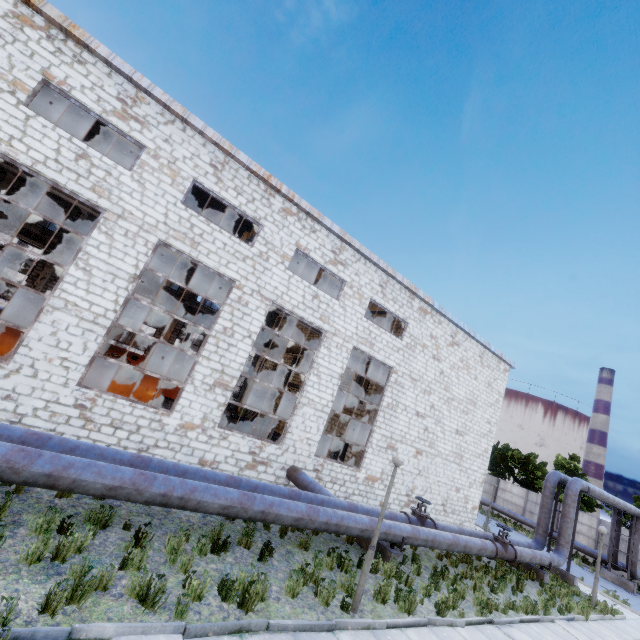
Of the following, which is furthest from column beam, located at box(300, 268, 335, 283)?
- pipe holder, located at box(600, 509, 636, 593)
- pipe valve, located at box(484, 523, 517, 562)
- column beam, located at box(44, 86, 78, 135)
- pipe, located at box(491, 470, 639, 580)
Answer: pipe holder, located at box(600, 509, 636, 593)

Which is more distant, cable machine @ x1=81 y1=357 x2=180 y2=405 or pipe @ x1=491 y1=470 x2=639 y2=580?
pipe @ x1=491 y1=470 x2=639 y2=580

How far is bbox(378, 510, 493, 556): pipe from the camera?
10.1 meters

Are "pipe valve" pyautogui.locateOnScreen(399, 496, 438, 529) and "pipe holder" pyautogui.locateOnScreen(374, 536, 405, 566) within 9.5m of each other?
yes

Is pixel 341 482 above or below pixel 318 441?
below

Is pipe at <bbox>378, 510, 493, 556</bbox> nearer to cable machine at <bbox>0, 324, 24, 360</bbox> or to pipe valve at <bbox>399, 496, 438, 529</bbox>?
pipe valve at <bbox>399, 496, 438, 529</bbox>

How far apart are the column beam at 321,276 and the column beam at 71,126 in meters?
13.0

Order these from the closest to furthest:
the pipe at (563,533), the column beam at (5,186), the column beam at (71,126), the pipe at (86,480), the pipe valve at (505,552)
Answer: the pipe at (86,480) → the column beam at (71,126) → the pipe valve at (505,552) → the pipe at (563,533) → the column beam at (5,186)
